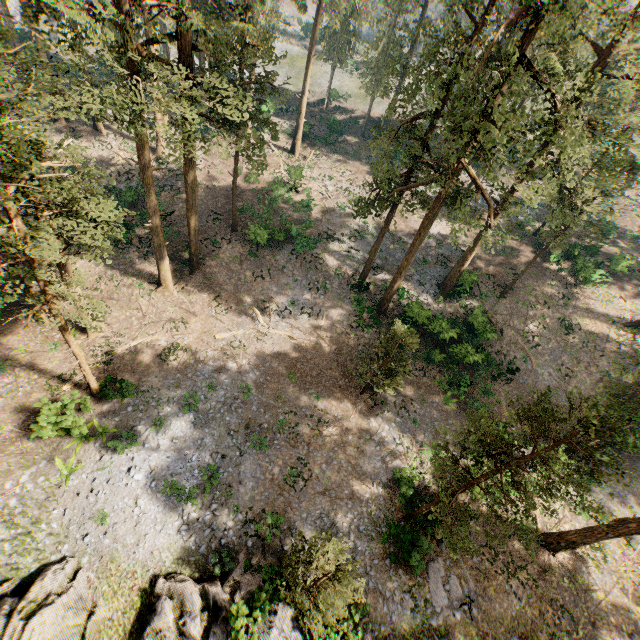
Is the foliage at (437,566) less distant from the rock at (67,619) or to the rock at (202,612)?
the rock at (67,619)

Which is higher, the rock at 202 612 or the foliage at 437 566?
the rock at 202 612

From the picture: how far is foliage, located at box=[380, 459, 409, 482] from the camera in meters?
20.1 m

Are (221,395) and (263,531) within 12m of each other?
yes

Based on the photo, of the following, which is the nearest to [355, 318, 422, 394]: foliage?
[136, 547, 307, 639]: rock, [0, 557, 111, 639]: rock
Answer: [0, 557, 111, 639]: rock
